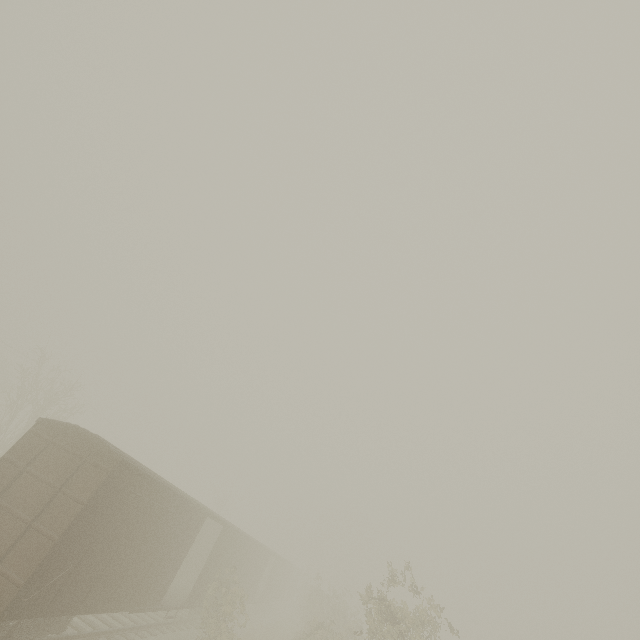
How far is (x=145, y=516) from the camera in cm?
1078
